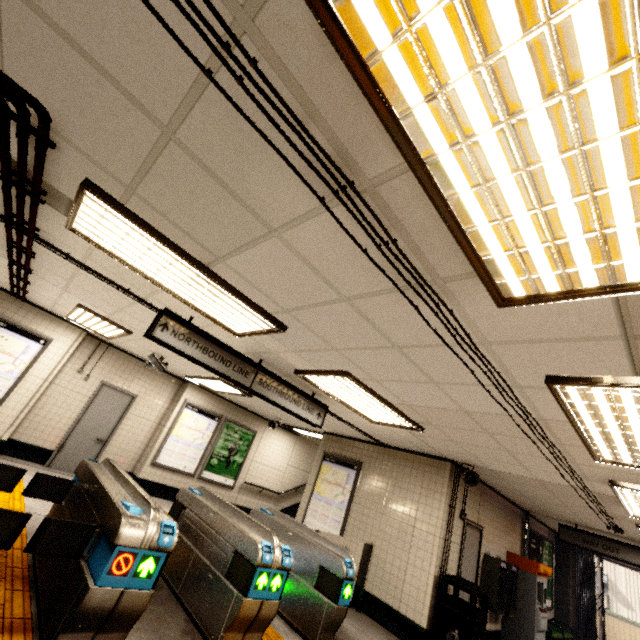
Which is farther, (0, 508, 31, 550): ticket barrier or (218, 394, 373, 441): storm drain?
(218, 394, 373, 441): storm drain

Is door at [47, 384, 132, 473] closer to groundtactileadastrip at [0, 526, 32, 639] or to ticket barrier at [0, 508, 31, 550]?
groundtactileadastrip at [0, 526, 32, 639]

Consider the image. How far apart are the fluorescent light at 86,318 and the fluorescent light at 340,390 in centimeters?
361cm

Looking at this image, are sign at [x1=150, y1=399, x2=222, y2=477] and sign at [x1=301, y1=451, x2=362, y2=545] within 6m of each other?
yes

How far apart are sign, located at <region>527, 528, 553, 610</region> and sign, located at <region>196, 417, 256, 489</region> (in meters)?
9.16

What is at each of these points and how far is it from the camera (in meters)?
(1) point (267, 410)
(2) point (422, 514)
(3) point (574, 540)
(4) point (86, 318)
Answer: (1) storm drain, 9.10
(2) building, 6.07
(3) sign, 7.68
(4) fluorescent light, 6.32

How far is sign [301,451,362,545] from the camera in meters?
7.1

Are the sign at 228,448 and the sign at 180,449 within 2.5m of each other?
yes
